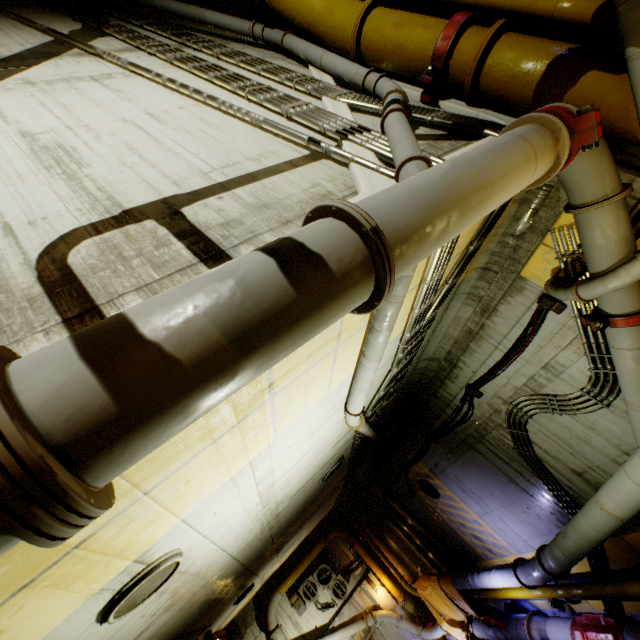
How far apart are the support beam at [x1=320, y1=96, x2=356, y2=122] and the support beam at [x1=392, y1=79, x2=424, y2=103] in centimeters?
33cm

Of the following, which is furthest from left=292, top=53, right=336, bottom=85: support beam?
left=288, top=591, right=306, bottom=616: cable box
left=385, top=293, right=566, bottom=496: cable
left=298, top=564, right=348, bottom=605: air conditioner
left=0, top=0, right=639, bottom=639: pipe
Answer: left=288, top=591, right=306, bottom=616: cable box

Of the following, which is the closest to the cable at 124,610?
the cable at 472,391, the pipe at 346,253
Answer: the pipe at 346,253

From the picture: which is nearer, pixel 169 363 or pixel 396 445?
pixel 169 363

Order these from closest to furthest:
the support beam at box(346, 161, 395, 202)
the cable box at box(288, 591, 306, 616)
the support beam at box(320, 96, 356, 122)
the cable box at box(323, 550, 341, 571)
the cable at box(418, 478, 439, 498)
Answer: the support beam at box(346, 161, 395, 202) → the support beam at box(320, 96, 356, 122) → the cable at box(418, 478, 439, 498) → the cable box at box(288, 591, 306, 616) → the cable box at box(323, 550, 341, 571)

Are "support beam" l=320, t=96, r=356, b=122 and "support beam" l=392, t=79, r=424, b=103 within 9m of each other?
yes

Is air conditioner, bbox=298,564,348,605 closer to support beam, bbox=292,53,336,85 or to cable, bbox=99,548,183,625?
cable, bbox=99,548,183,625

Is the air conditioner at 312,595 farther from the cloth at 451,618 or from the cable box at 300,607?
the cloth at 451,618
